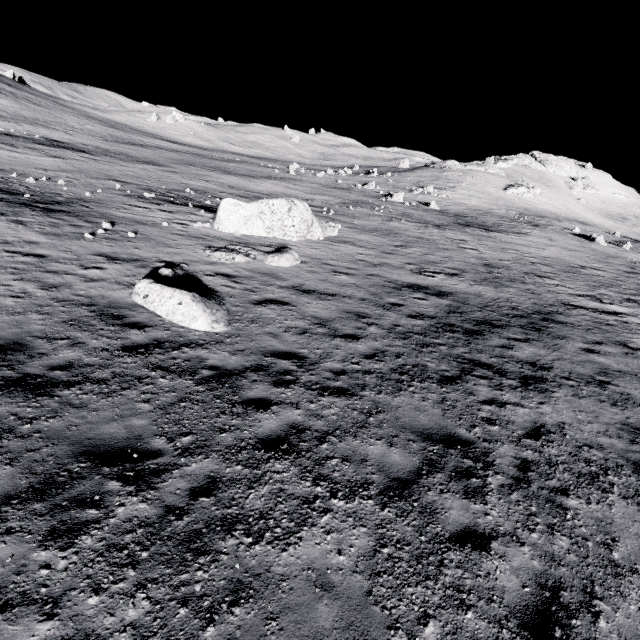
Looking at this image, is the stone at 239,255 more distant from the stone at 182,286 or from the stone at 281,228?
the stone at 281,228

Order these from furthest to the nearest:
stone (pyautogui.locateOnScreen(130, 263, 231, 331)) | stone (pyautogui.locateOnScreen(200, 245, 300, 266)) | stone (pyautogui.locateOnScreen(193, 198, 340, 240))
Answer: stone (pyautogui.locateOnScreen(193, 198, 340, 240)), stone (pyautogui.locateOnScreen(200, 245, 300, 266)), stone (pyautogui.locateOnScreen(130, 263, 231, 331))

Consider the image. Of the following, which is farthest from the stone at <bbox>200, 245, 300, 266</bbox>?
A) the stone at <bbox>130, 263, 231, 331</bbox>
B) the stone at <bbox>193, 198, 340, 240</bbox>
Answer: the stone at <bbox>193, 198, 340, 240</bbox>

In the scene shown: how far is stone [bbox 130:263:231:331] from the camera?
8.5m

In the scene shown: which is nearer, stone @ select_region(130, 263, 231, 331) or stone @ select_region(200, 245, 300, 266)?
stone @ select_region(130, 263, 231, 331)

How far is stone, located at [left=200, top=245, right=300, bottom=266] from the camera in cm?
1352

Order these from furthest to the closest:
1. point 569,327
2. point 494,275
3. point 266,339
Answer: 1. point 494,275
2. point 569,327
3. point 266,339
